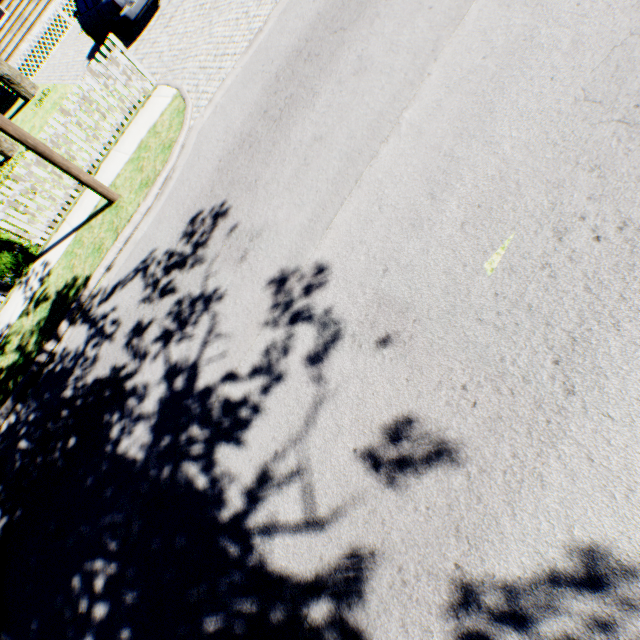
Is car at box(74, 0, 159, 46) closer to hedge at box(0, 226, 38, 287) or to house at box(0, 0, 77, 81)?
house at box(0, 0, 77, 81)

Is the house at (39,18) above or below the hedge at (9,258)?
above

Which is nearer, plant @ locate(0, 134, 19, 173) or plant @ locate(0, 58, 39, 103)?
plant @ locate(0, 134, 19, 173)

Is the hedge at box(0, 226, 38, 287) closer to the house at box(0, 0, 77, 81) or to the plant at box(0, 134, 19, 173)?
A: the plant at box(0, 134, 19, 173)

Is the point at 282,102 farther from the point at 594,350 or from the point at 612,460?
the point at 612,460

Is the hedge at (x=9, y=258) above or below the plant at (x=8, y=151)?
above

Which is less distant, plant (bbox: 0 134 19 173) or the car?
the car

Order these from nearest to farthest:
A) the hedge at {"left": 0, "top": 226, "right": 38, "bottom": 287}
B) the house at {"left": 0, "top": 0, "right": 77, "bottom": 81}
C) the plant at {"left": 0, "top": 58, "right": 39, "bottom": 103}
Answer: the hedge at {"left": 0, "top": 226, "right": 38, "bottom": 287}
the plant at {"left": 0, "top": 58, "right": 39, "bottom": 103}
the house at {"left": 0, "top": 0, "right": 77, "bottom": 81}
